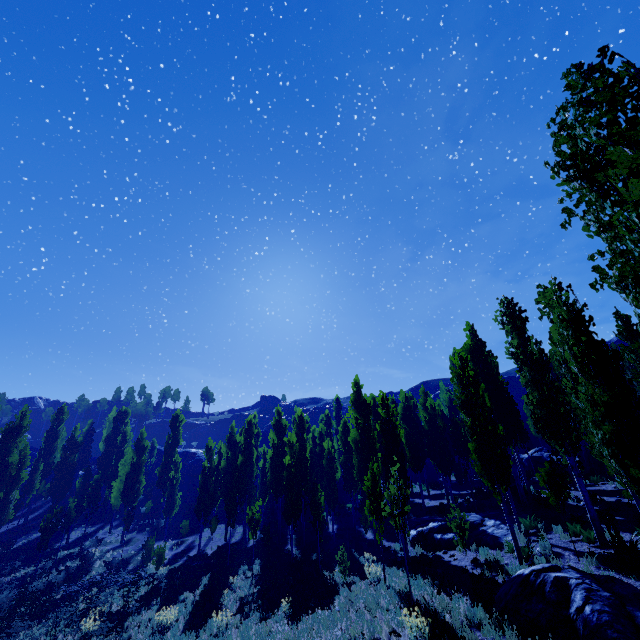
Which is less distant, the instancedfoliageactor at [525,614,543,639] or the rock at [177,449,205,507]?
the instancedfoliageactor at [525,614,543,639]

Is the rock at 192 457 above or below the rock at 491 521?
above

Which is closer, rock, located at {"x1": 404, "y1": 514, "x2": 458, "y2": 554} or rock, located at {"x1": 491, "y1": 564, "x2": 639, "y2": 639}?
rock, located at {"x1": 491, "y1": 564, "x2": 639, "y2": 639}

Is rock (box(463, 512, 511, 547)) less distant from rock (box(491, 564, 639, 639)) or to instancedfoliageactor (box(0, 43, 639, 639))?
instancedfoliageactor (box(0, 43, 639, 639))

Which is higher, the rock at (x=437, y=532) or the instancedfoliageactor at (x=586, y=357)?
the instancedfoliageactor at (x=586, y=357)

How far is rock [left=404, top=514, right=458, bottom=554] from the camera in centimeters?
1636cm

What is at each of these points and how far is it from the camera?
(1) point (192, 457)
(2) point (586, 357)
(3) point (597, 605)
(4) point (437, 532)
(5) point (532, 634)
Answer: (1) rock, 53.2 meters
(2) instancedfoliageactor, 8.3 meters
(3) rock, 7.3 meters
(4) rock, 17.5 meters
(5) instancedfoliageactor, 7.6 meters

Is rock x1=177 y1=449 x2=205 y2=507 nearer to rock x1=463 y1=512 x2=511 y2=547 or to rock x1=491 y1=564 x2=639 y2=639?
rock x1=463 y1=512 x2=511 y2=547
